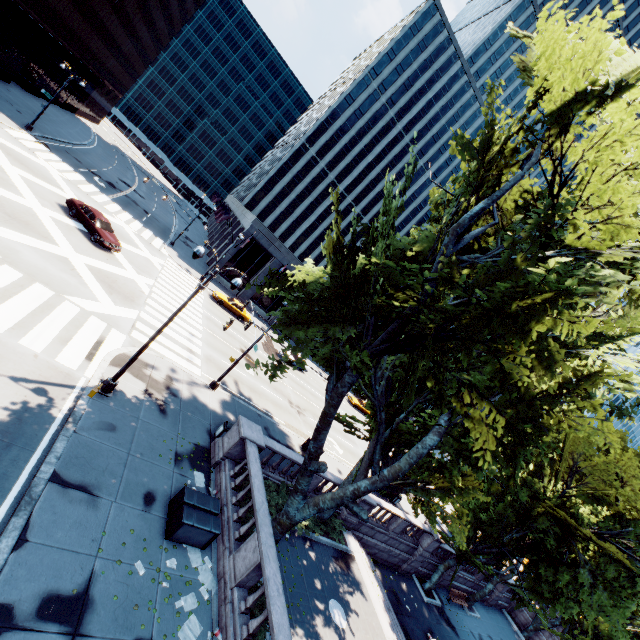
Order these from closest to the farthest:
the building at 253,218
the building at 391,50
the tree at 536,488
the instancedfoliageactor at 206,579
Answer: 1. the tree at 536,488
2. the instancedfoliageactor at 206,579
3. the building at 253,218
4. the building at 391,50

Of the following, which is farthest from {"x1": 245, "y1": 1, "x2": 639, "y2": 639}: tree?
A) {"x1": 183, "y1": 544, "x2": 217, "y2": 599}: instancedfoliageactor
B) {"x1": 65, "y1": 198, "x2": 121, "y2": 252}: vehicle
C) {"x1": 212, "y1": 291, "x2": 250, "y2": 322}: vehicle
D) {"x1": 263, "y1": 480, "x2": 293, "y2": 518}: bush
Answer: {"x1": 65, "y1": 198, "x2": 121, "y2": 252}: vehicle

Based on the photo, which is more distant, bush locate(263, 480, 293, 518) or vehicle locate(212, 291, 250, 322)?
vehicle locate(212, 291, 250, 322)

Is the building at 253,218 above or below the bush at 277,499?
above

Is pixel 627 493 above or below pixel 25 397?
above

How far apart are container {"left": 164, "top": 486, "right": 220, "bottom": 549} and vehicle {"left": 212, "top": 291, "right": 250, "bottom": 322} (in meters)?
26.06

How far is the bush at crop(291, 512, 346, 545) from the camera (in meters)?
15.69

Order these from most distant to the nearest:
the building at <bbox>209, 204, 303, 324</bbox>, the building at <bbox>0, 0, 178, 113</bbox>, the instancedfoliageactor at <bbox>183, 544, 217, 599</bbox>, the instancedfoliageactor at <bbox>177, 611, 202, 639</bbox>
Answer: Answer:
the building at <bbox>209, 204, 303, 324</bbox>
the building at <bbox>0, 0, 178, 113</bbox>
the instancedfoliageactor at <bbox>183, 544, 217, 599</bbox>
the instancedfoliageactor at <bbox>177, 611, 202, 639</bbox>
